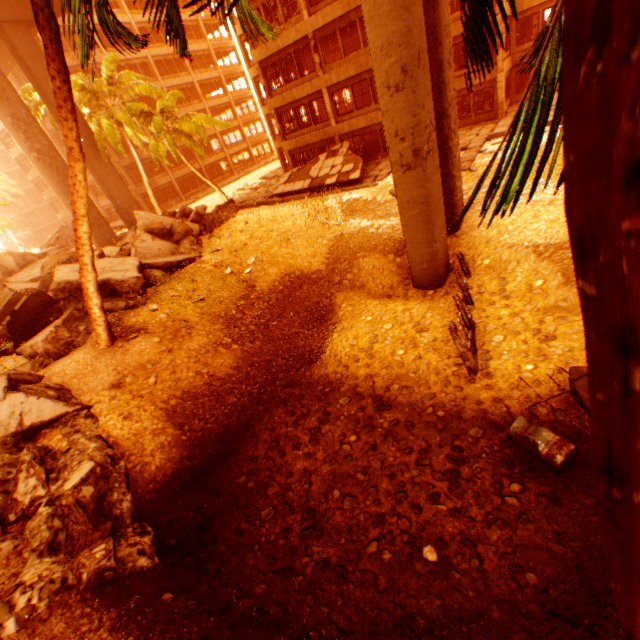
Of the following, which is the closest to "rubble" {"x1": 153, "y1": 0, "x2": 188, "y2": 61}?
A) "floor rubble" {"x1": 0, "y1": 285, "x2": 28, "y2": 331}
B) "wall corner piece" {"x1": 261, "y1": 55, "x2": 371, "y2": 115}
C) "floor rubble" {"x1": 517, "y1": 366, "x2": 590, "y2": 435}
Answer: "floor rubble" {"x1": 517, "y1": 366, "x2": 590, "y2": 435}

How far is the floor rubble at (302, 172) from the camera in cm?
2120

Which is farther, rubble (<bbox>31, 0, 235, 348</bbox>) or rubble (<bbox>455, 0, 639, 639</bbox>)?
rubble (<bbox>31, 0, 235, 348</bbox>)

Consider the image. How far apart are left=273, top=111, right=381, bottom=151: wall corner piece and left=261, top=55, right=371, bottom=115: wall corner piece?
2.07m

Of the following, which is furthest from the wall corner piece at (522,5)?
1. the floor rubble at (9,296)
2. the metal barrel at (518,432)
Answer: the floor rubble at (9,296)

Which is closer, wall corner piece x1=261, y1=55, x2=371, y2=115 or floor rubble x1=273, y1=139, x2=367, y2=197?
wall corner piece x1=261, y1=55, x2=371, y2=115

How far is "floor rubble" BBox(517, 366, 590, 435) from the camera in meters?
5.9 m

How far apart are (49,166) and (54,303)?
14.67m
